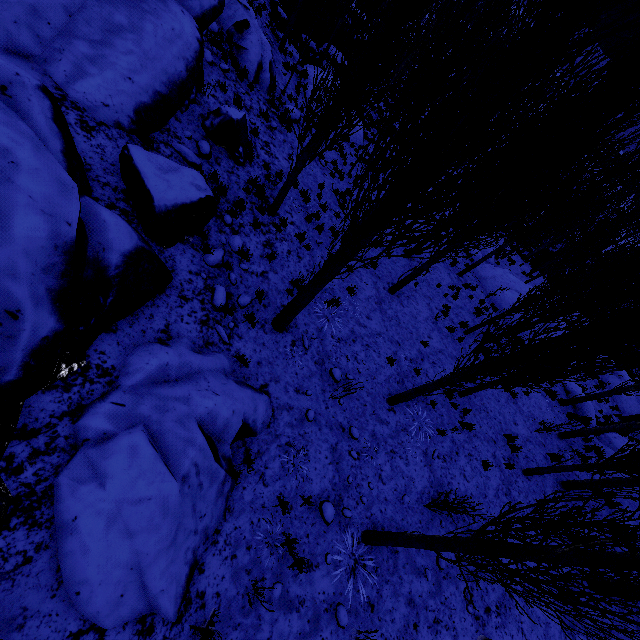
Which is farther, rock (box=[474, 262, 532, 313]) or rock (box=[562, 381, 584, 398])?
rock (box=[474, 262, 532, 313])

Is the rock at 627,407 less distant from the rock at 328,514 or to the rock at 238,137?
the rock at 328,514

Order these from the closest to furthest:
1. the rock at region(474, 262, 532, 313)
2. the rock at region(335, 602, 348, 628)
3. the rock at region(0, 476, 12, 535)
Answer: the rock at region(0, 476, 12, 535), the rock at region(335, 602, 348, 628), the rock at region(474, 262, 532, 313)

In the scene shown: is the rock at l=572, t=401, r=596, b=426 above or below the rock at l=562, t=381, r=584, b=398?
above

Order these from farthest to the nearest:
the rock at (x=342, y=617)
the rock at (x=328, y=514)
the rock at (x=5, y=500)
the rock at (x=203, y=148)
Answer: the rock at (x=203, y=148)
the rock at (x=328, y=514)
the rock at (x=342, y=617)
the rock at (x=5, y=500)

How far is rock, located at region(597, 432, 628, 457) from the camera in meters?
13.8 m

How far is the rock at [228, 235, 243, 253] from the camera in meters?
7.4 m

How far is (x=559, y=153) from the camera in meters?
7.4
